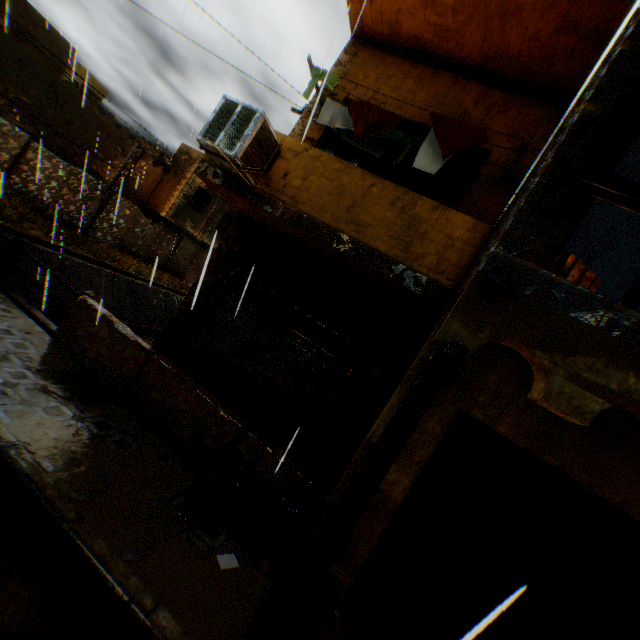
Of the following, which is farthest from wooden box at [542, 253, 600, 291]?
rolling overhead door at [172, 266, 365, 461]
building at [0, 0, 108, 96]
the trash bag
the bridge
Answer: the bridge

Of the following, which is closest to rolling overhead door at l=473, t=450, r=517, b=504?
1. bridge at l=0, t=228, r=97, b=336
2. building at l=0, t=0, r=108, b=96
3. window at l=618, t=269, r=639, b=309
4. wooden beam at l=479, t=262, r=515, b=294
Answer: building at l=0, t=0, r=108, b=96

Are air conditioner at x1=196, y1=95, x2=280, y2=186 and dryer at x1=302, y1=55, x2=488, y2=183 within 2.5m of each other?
yes

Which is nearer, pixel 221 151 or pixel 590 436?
pixel 590 436

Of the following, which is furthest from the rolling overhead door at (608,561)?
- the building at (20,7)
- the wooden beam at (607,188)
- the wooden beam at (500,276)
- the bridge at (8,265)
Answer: the wooden beam at (607,188)

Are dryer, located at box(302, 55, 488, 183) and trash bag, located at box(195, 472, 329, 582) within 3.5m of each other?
no

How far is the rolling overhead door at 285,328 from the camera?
6.1m

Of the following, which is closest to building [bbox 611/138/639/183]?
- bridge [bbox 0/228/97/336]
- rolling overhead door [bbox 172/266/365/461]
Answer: rolling overhead door [bbox 172/266/365/461]
